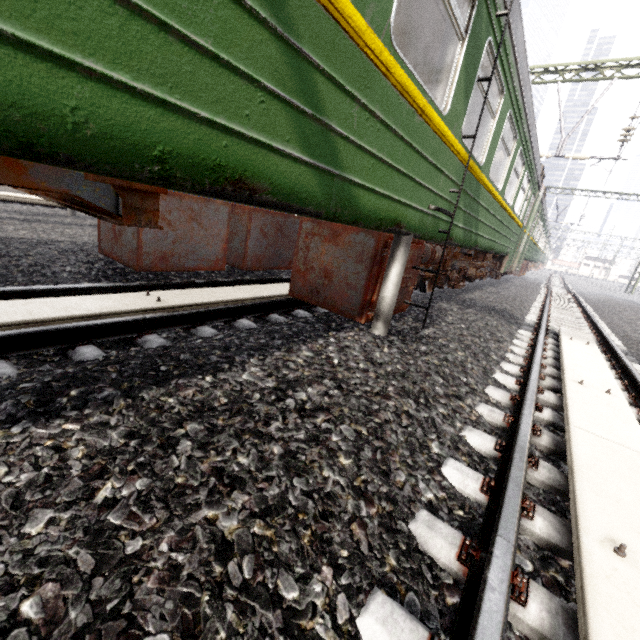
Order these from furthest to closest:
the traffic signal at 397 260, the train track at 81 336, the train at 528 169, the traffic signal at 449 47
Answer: the train at 528 169
the traffic signal at 397 260
the traffic signal at 449 47
the train track at 81 336

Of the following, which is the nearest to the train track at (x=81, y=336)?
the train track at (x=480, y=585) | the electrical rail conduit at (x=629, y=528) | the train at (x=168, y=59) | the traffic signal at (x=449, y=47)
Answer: the train at (x=168, y=59)

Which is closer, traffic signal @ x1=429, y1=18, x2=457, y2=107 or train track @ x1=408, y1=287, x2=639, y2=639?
train track @ x1=408, y1=287, x2=639, y2=639

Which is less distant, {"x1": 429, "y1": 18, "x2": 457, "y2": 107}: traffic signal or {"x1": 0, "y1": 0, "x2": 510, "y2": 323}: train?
{"x1": 0, "y1": 0, "x2": 510, "y2": 323}: train

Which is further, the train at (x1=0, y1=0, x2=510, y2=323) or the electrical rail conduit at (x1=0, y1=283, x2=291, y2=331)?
the electrical rail conduit at (x1=0, y1=283, x2=291, y2=331)

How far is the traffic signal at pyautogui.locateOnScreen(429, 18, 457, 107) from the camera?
2.8 meters

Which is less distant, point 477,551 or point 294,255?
point 477,551
